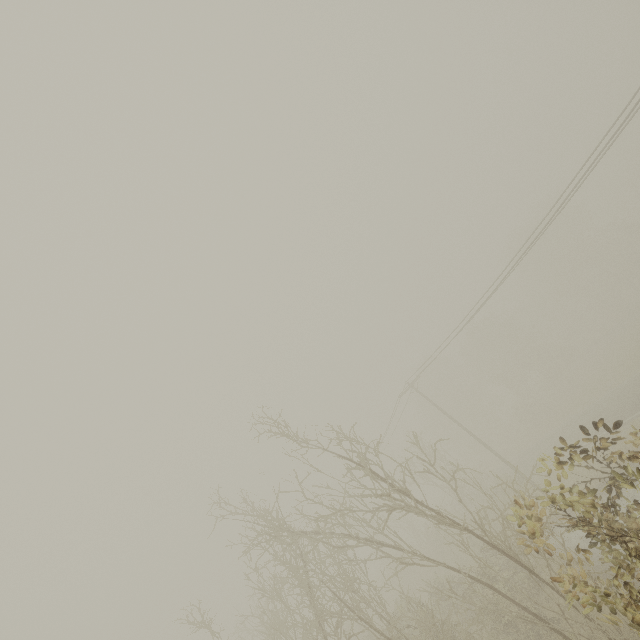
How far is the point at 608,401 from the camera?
26.42m
